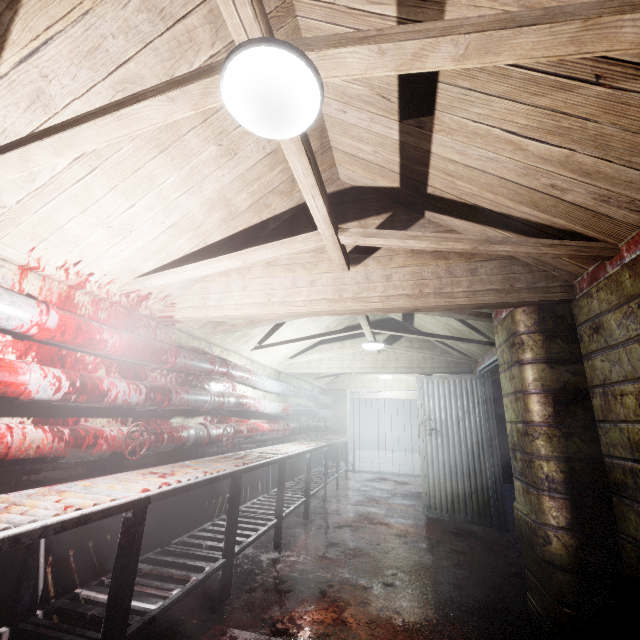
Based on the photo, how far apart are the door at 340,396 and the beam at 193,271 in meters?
6.5 m

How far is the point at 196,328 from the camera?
3.21m

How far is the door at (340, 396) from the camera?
8.3m

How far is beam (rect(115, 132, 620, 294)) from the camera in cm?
147

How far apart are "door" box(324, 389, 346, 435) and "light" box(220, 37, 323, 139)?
7.8 meters

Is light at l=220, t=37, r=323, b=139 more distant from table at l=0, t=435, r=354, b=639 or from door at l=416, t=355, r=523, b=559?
door at l=416, t=355, r=523, b=559

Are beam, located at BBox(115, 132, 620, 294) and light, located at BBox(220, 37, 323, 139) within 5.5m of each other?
yes

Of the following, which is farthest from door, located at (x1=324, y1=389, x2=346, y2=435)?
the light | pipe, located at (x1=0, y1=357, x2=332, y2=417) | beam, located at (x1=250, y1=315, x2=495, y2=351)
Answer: the light
